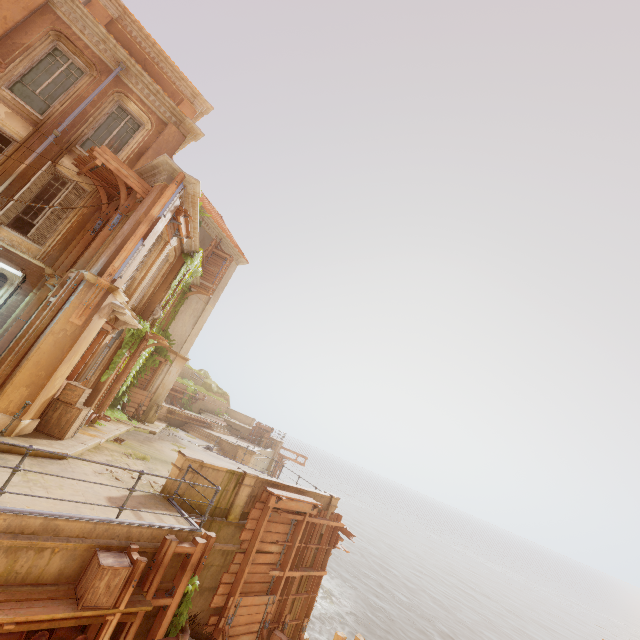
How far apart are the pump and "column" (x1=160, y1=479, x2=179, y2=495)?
11.84m

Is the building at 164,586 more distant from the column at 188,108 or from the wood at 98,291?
the column at 188,108

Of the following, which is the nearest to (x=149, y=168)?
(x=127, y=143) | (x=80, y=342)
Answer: (x=127, y=143)

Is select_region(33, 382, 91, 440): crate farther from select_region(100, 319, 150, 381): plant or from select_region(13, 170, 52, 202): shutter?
select_region(13, 170, 52, 202): shutter

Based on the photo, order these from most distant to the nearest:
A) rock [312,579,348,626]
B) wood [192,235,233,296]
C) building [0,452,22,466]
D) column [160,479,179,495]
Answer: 1. rock [312,579,348,626]
2. wood [192,235,233,296]
3. column [160,479,179,495]
4. building [0,452,22,466]

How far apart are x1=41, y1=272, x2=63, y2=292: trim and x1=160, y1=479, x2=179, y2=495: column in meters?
6.1

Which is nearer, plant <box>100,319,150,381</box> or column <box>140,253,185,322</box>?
plant <box>100,319,150,381</box>

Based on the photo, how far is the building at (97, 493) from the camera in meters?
6.3 m
